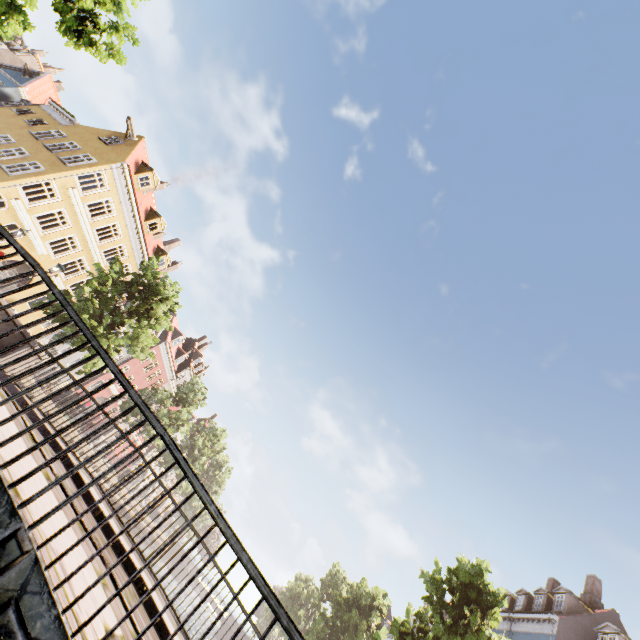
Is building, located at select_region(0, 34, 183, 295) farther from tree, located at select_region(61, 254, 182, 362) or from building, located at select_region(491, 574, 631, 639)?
building, located at select_region(491, 574, 631, 639)

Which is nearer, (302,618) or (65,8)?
(65,8)

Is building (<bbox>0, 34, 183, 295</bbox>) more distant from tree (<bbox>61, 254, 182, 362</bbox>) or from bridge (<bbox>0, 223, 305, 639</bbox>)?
bridge (<bbox>0, 223, 305, 639</bbox>)

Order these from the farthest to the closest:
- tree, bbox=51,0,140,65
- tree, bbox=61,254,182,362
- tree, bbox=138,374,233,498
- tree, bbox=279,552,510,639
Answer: tree, bbox=138,374,233,498 → tree, bbox=61,254,182,362 → tree, bbox=279,552,510,639 → tree, bbox=51,0,140,65

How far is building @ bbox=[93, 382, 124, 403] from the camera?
33.7 meters

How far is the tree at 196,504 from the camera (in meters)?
47.97

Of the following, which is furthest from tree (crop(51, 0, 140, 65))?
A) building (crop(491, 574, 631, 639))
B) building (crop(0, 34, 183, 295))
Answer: building (crop(0, 34, 183, 295))

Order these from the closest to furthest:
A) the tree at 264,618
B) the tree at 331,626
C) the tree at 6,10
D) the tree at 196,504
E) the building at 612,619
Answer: the tree at 6,10
the tree at 331,626
the building at 612,619
the tree at 264,618
the tree at 196,504
